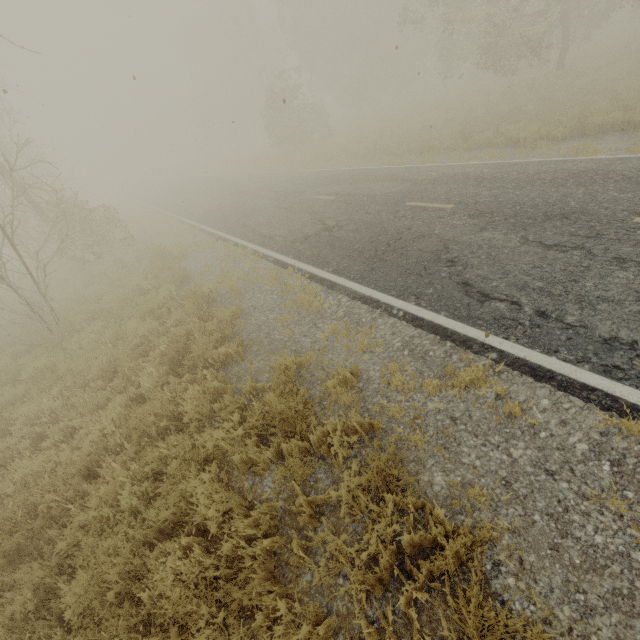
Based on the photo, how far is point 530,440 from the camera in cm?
335

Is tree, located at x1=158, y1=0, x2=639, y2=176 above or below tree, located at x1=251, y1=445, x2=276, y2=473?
above

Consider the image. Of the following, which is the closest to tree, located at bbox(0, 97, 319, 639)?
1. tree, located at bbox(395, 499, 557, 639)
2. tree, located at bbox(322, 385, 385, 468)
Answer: tree, located at bbox(322, 385, 385, 468)

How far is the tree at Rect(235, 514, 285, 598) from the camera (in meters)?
2.91

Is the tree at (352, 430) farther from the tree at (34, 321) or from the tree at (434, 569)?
the tree at (34, 321)

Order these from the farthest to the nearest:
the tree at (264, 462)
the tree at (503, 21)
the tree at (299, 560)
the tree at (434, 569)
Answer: the tree at (503, 21)
the tree at (264, 462)
the tree at (299, 560)
the tree at (434, 569)

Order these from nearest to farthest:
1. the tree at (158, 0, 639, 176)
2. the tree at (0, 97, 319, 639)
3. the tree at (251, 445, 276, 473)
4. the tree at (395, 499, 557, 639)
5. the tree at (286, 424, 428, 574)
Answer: the tree at (395, 499, 557, 639), the tree at (286, 424, 428, 574), the tree at (0, 97, 319, 639), the tree at (251, 445, 276, 473), the tree at (158, 0, 639, 176)
